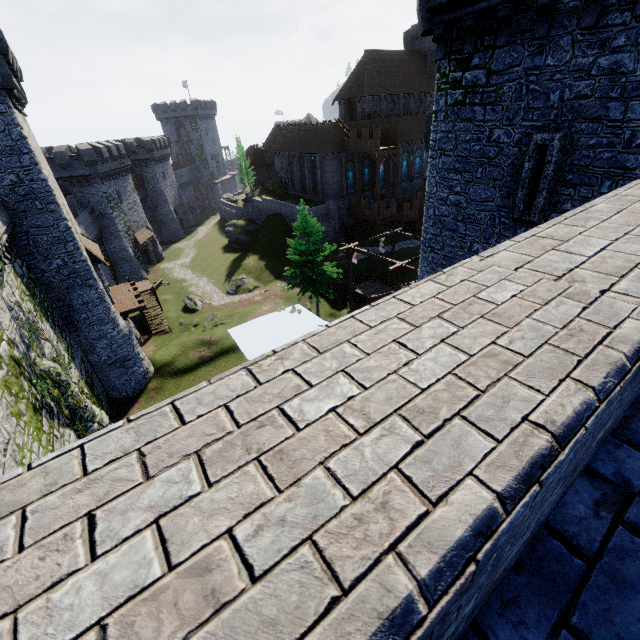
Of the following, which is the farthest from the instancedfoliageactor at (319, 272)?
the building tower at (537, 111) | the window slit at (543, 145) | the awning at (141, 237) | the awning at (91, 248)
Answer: the awning at (141, 237)

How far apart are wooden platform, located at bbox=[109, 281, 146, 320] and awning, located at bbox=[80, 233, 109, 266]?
3.1 meters

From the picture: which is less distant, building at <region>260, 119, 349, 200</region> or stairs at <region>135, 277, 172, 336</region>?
stairs at <region>135, 277, 172, 336</region>

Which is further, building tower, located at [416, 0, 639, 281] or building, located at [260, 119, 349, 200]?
building, located at [260, 119, 349, 200]

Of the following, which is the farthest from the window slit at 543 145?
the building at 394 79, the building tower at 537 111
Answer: the building at 394 79

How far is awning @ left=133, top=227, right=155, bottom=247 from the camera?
46.1 meters

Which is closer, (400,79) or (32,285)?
(32,285)

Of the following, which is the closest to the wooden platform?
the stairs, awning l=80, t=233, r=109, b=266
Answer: the stairs
